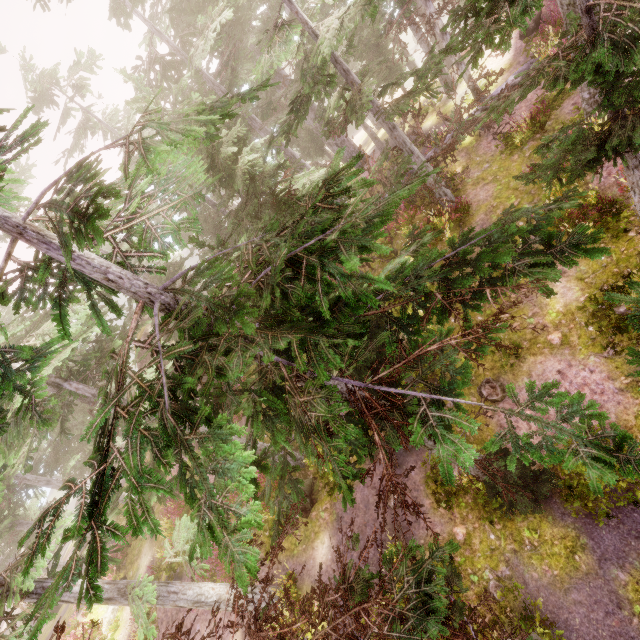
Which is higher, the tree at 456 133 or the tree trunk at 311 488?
the tree at 456 133

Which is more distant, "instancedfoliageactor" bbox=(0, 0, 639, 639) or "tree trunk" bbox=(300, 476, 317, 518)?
"tree trunk" bbox=(300, 476, 317, 518)

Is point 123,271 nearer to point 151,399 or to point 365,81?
point 151,399

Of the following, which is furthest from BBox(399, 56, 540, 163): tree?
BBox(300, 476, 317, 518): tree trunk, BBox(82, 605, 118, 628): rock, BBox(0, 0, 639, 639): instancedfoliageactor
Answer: BBox(82, 605, 118, 628): rock

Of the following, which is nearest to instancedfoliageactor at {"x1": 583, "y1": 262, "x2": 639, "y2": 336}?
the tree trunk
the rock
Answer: the rock

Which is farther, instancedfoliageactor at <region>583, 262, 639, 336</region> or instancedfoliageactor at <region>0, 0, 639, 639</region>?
instancedfoliageactor at <region>583, 262, 639, 336</region>

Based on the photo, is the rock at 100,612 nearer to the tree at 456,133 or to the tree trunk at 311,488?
the tree trunk at 311,488
